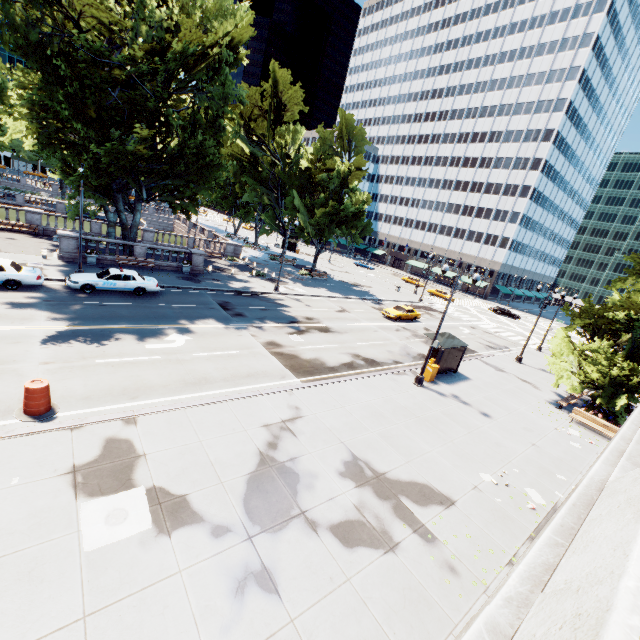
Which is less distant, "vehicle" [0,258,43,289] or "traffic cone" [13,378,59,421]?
"traffic cone" [13,378,59,421]

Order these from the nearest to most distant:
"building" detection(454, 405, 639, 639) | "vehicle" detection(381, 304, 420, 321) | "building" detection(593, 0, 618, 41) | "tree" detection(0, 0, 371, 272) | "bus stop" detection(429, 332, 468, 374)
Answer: "building" detection(454, 405, 639, 639) → "tree" detection(0, 0, 371, 272) → "bus stop" detection(429, 332, 468, 374) → "vehicle" detection(381, 304, 420, 321) → "building" detection(593, 0, 618, 41)

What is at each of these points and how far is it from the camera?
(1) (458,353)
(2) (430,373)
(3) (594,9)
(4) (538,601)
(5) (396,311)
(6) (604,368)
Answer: (1) bus stop, 22.1 meters
(2) box, 20.2 meters
(3) building, 60.0 meters
(4) building, 2.4 meters
(5) vehicle, 34.3 meters
(6) tree, 20.0 meters

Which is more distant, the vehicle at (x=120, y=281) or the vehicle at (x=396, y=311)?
the vehicle at (x=396, y=311)

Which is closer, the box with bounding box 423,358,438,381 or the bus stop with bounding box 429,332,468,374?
the box with bounding box 423,358,438,381

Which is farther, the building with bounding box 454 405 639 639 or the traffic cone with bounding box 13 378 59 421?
the traffic cone with bounding box 13 378 59 421

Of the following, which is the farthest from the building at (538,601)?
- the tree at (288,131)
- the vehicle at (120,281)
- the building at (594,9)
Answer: the building at (594,9)

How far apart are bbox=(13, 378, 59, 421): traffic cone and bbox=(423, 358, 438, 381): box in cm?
1820
